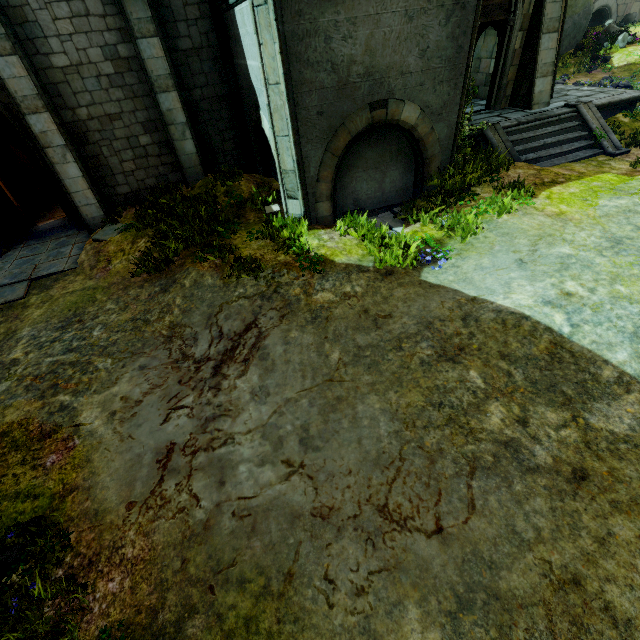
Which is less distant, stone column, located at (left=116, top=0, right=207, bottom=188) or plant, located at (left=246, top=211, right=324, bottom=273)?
plant, located at (left=246, top=211, right=324, bottom=273)

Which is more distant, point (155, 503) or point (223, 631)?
point (155, 503)

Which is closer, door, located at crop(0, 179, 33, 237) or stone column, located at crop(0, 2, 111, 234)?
stone column, located at crop(0, 2, 111, 234)

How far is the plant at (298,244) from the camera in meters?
6.7

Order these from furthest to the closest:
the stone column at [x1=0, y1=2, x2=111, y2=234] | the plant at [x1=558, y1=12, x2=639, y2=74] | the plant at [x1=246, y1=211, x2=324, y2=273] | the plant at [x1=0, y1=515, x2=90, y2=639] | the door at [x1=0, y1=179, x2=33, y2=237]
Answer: the plant at [x1=558, y1=12, x2=639, y2=74] → the door at [x1=0, y1=179, x2=33, y2=237] → the stone column at [x1=0, y1=2, x2=111, y2=234] → the plant at [x1=246, y1=211, x2=324, y2=273] → the plant at [x1=0, y1=515, x2=90, y2=639]

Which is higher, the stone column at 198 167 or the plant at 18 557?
the stone column at 198 167

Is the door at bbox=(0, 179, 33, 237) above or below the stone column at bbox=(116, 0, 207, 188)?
below

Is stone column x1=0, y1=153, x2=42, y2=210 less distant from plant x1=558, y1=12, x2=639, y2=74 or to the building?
the building
